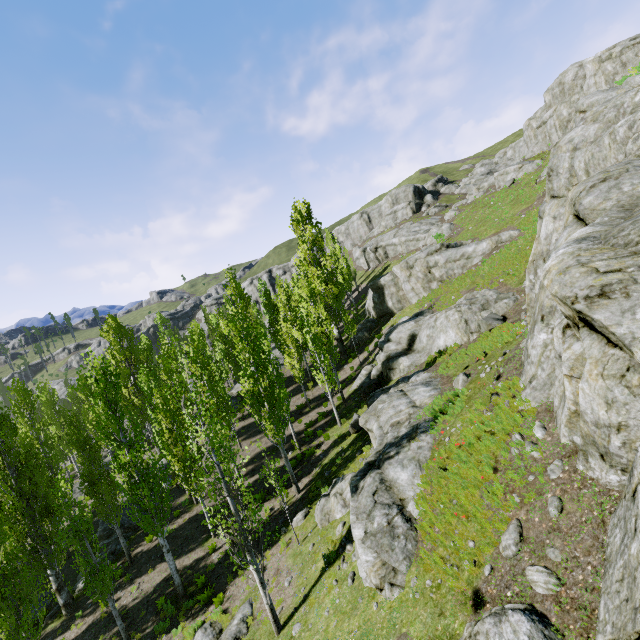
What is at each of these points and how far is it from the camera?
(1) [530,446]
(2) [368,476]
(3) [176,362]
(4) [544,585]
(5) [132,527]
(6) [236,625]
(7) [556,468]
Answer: (1) rock, 7.41m
(2) rock, 11.23m
(3) instancedfoliageactor, 9.96m
(4) rock, 5.45m
(5) rock, 22.06m
(6) rock, 12.00m
(7) rock, 6.59m

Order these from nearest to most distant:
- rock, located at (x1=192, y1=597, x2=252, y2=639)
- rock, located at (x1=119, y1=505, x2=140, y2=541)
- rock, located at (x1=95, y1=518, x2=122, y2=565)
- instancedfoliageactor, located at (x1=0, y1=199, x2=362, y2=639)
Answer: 1. instancedfoliageactor, located at (x1=0, y1=199, x2=362, y2=639)
2. rock, located at (x1=192, y1=597, x2=252, y2=639)
3. rock, located at (x1=95, y1=518, x2=122, y2=565)
4. rock, located at (x1=119, y1=505, x2=140, y2=541)

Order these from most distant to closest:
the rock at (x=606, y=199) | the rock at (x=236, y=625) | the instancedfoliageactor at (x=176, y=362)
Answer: the rock at (x=236, y=625)
the instancedfoliageactor at (x=176, y=362)
the rock at (x=606, y=199)

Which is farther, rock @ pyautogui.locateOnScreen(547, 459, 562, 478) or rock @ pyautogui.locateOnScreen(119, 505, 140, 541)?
rock @ pyautogui.locateOnScreen(119, 505, 140, 541)

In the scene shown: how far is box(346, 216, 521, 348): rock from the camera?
29.2m

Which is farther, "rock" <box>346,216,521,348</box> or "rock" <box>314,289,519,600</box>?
"rock" <box>346,216,521,348</box>

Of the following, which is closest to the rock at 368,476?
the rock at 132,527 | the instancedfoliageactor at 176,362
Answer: the instancedfoliageactor at 176,362
